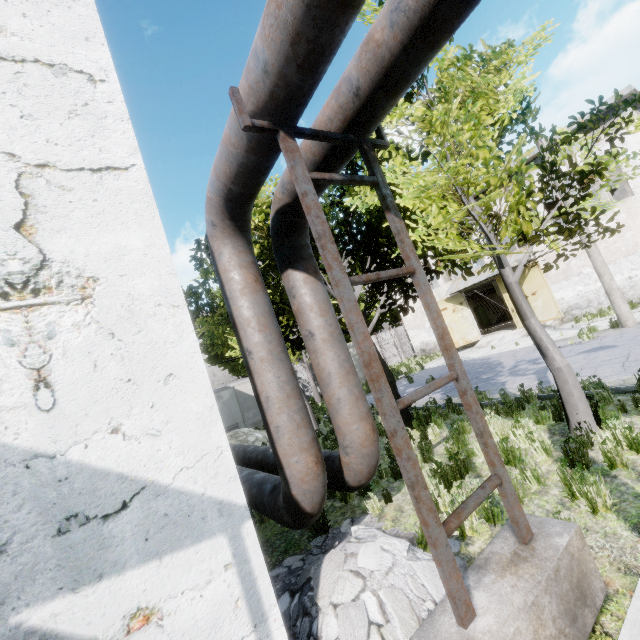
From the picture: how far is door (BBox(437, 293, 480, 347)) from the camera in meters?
24.4

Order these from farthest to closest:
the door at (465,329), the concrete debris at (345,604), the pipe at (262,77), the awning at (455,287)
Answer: the door at (465,329), the awning at (455,287), the concrete debris at (345,604), the pipe at (262,77)

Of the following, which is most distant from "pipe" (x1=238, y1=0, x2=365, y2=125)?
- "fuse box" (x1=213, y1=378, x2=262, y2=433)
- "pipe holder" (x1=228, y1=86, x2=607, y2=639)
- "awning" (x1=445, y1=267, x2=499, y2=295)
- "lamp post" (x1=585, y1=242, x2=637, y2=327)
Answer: "awning" (x1=445, y1=267, x2=499, y2=295)

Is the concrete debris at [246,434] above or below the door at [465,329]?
below

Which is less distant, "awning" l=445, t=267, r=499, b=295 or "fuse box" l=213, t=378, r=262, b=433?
"fuse box" l=213, t=378, r=262, b=433

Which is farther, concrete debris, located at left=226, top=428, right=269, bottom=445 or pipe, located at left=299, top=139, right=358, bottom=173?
concrete debris, located at left=226, top=428, right=269, bottom=445

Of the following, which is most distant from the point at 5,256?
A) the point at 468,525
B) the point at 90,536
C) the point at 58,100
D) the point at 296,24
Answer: the point at 468,525

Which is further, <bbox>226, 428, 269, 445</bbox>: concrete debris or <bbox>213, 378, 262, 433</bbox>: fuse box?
<bbox>213, 378, 262, 433</bbox>: fuse box
